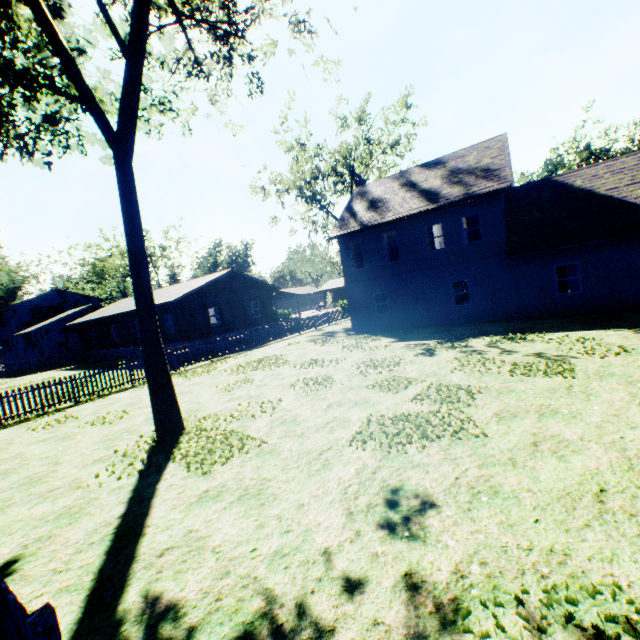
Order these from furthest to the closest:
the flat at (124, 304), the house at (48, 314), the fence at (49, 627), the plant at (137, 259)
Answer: the house at (48, 314)
the flat at (124, 304)
the plant at (137, 259)
the fence at (49, 627)

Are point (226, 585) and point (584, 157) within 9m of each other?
no

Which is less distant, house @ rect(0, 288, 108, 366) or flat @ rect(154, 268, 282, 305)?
flat @ rect(154, 268, 282, 305)

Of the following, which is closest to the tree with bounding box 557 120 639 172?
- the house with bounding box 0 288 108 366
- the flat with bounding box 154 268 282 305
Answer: the flat with bounding box 154 268 282 305

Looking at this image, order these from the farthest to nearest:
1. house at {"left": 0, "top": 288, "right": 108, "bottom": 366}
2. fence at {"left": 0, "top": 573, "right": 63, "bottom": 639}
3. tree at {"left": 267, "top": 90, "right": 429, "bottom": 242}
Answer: house at {"left": 0, "top": 288, "right": 108, "bottom": 366}
tree at {"left": 267, "top": 90, "right": 429, "bottom": 242}
fence at {"left": 0, "top": 573, "right": 63, "bottom": 639}

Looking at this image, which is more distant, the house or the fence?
the house

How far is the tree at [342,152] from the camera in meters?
31.4

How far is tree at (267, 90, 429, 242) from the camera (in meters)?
31.42
